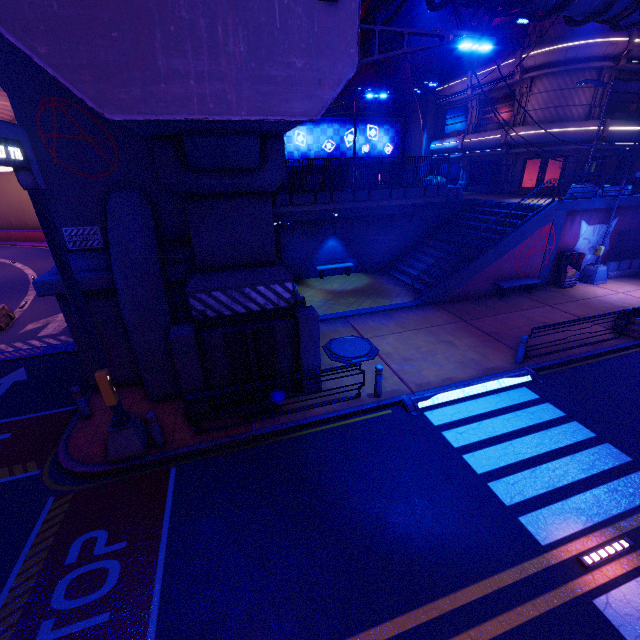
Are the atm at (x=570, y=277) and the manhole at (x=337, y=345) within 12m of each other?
no

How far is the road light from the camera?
5.8 meters

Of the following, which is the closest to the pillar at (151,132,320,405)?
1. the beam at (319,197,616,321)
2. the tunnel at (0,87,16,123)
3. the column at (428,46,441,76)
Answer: the beam at (319,197,616,321)

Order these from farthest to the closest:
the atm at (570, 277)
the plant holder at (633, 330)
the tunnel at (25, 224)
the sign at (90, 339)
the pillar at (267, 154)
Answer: the atm at (570, 277) < the tunnel at (25, 224) < the plant holder at (633, 330) < the pillar at (267, 154) < the sign at (90, 339)

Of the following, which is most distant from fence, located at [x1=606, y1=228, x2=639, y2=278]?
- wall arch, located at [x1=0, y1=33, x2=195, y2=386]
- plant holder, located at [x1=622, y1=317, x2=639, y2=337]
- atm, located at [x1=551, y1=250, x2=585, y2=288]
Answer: wall arch, located at [x1=0, y1=33, x2=195, y2=386]

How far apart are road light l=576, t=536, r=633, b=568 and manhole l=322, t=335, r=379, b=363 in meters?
7.2 m

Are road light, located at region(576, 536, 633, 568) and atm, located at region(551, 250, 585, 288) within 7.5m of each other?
no

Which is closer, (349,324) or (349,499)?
(349,499)
